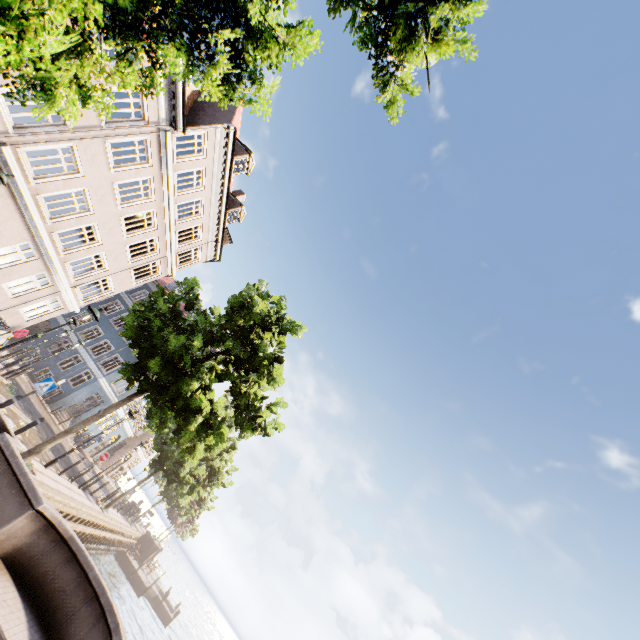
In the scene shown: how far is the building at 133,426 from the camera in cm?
3161

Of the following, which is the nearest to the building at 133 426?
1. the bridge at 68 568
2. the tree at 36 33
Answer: the tree at 36 33

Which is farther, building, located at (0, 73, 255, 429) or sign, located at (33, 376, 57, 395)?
building, located at (0, 73, 255, 429)

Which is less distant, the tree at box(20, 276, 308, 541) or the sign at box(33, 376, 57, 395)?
the sign at box(33, 376, 57, 395)

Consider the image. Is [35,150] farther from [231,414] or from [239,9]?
[231,414]

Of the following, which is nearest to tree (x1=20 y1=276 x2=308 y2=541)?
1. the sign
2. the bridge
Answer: the bridge

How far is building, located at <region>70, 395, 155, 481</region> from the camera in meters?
31.6 m

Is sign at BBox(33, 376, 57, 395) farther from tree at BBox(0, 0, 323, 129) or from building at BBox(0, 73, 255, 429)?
building at BBox(0, 73, 255, 429)
